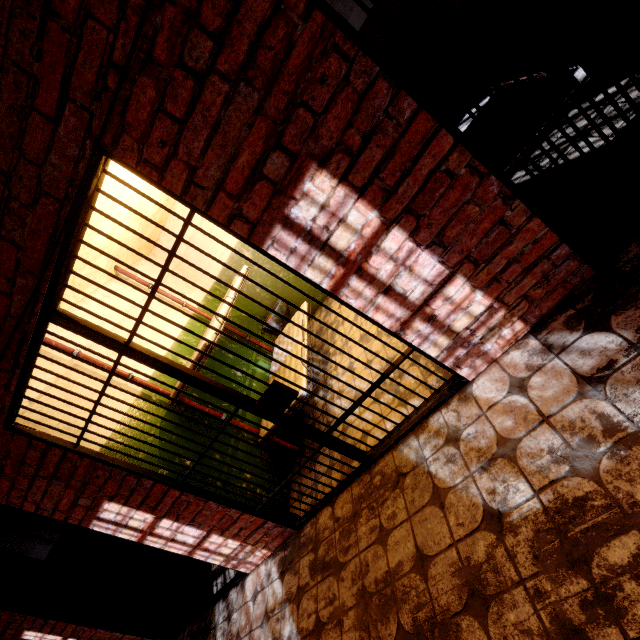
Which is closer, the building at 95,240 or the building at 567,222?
the building at 567,222

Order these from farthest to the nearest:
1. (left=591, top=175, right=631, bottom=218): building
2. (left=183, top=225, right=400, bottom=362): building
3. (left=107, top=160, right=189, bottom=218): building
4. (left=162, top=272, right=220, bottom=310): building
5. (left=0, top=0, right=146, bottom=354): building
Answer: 1. (left=162, top=272, right=220, bottom=310): building
2. (left=183, top=225, right=400, bottom=362): building
3. (left=107, top=160, right=189, bottom=218): building
4. (left=591, top=175, right=631, bottom=218): building
5. (left=0, top=0, right=146, bottom=354): building

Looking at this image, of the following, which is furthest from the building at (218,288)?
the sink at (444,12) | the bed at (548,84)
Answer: the sink at (444,12)

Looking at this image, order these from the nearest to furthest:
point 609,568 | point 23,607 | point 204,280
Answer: point 609,568 → point 23,607 → point 204,280

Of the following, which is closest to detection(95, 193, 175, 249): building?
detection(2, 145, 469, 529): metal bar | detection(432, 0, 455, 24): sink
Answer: detection(2, 145, 469, 529): metal bar

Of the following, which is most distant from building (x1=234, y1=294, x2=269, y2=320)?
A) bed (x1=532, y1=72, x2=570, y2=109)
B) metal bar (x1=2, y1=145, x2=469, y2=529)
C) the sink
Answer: the sink

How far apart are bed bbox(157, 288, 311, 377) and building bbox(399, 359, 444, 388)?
0.07m

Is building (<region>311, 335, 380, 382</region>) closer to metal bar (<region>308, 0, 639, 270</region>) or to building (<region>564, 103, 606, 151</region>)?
building (<region>564, 103, 606, 151</region>)
